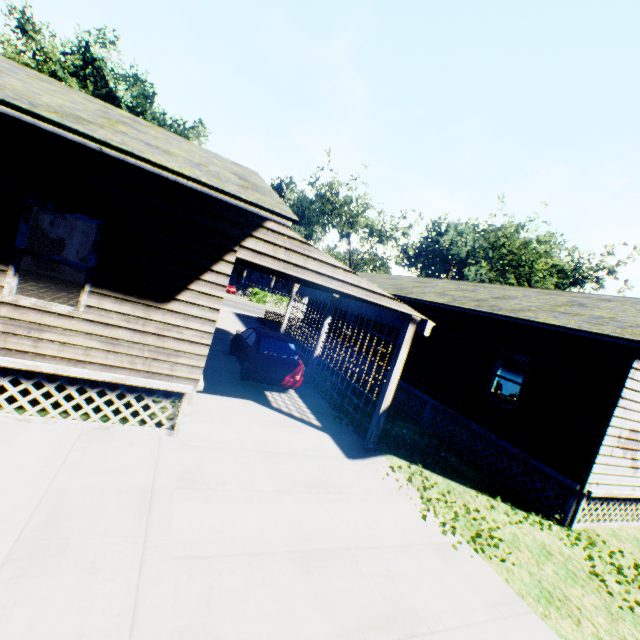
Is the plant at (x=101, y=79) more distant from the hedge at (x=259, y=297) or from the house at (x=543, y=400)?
the house at (x=543, y=400)

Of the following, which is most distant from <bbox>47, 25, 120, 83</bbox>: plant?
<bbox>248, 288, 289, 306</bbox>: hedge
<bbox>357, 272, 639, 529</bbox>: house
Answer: <bbox>357, 272, 639, 529</bbox>: house

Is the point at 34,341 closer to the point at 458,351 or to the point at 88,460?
the point at 88,460

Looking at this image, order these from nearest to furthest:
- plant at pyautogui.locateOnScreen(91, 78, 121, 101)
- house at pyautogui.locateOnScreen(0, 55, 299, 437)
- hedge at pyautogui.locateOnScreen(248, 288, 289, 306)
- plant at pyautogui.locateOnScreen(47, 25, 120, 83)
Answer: house at pyautogui.locateOnScreen(0, 55, 299, 437), hedge at pyautogui.locateOnScreen(248, 288, 289, 306), plant at pyautogui.locateOnScreen(47, 25, 120, 83), plant at pyautogui.locateOnScreen(91, 78, 121, 101)

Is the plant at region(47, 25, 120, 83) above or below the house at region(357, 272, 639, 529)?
above

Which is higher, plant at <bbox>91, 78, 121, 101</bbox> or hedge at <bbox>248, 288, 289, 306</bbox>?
plant at <bbox>91, 78, 121, 101</bbox>

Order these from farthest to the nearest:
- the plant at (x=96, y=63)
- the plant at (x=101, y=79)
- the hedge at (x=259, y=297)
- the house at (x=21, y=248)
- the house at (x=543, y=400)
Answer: the plant at (x=101, y=79)
the plant at (x=96, y=63)
the hedge at (x=259, y=297)
the house at (x=543, y=400)
the house at (x=21, y=248)

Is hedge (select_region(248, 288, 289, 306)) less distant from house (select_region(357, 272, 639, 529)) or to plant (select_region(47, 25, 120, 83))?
house (select_region(357, 272, 639, 529))
